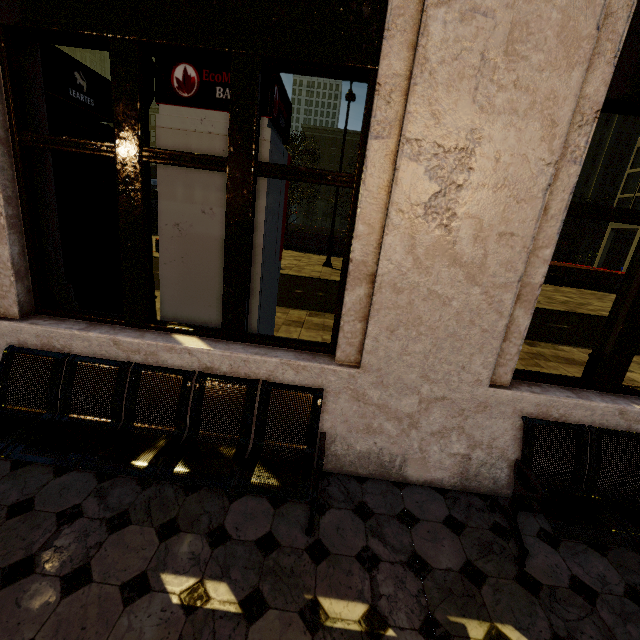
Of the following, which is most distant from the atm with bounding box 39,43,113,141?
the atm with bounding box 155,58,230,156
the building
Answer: the atm with bounding box 155,58,230,156

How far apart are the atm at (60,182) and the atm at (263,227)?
0.90m

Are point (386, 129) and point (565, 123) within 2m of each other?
yes

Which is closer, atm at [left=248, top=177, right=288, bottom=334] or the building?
the building

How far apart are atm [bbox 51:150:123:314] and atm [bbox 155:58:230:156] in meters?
0.9 m

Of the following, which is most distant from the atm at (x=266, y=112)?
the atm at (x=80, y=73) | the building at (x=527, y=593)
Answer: the atm at (x=80, y=73)

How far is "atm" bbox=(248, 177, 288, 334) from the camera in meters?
2.9 m
